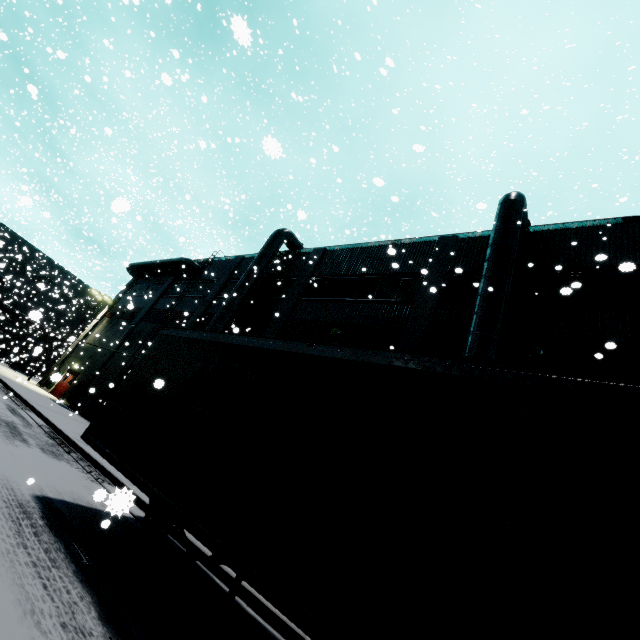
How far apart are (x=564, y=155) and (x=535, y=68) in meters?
19.1 m

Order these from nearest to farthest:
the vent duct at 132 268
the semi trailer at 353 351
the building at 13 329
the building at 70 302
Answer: the semi trailer at 353 351
the vent duct at 132 268
the building at 70 302
the building at 13 329

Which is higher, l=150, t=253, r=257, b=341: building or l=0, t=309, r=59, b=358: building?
l=150, t=253, r=257, b=341: building

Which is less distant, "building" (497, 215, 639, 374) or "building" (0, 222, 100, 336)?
"building" (497, 215, 639, 374)

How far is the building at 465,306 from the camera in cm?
1319

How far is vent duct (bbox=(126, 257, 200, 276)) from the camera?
27.58m

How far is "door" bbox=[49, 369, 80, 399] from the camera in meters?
26.0 m

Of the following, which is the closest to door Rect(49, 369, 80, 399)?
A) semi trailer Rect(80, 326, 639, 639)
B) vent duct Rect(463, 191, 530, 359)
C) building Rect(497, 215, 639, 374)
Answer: building Rect(497, 215, 639, 374)
